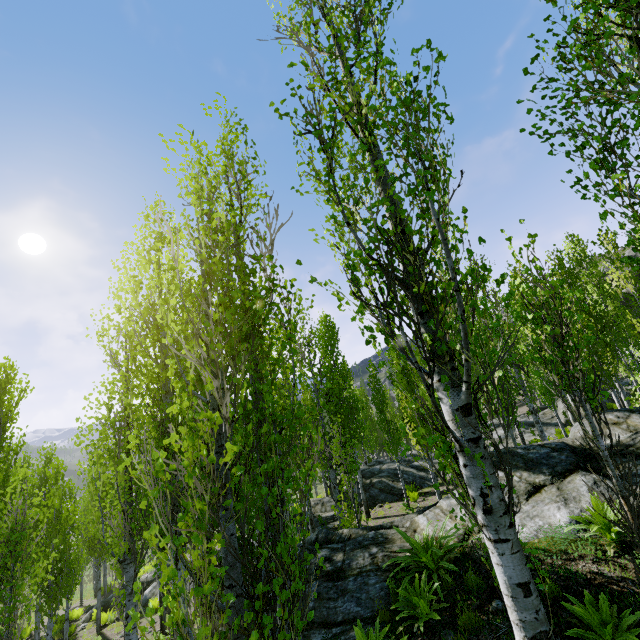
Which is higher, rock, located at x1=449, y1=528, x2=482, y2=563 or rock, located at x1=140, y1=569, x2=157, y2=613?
rock, located at x1=449, y1=528, x2=482, y2=563

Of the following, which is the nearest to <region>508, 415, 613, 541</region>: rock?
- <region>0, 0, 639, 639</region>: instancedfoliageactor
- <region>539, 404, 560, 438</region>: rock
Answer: <region>0, 0, 639, 639</region>: instancedfoliageactor

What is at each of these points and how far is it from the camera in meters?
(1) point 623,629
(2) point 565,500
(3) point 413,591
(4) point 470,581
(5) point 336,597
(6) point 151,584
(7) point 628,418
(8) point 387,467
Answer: (1) instancedfoliageactor, 3.9 m
(2) rock, 6.6 m
(3) instancedfoliageactor, 5.9 m
(4) instancedfoliageactor, 5.8 m
(5) rock, 7.1 m
(6) rock, 18.3 m
(7) rock, 8.5 m
(8) rock, 22.8 m

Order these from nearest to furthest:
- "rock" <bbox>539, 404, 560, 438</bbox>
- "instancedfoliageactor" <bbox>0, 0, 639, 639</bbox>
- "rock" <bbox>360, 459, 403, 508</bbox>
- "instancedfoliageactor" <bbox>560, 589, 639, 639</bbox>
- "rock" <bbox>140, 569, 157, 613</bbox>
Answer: "instancedfoliageactor" <bbox>0, 0, 639, 639</bbox> < "instancedfoliageactor" <bbox>560, 589, 639, 639</bbox> < "rock" <bbox>140, 569, 157, 613</bbox> < "rock" <bbox>360, 459, 403, 508</bbox> < "rock" <bbox>539, 404, 560, 438</bbox>

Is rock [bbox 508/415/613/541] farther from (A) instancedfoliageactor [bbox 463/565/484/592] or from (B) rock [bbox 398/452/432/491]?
(B) rock [bbox 398/452/432/491]

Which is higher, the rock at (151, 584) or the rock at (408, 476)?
the rock at (408, 476)

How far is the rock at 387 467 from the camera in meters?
19.6
